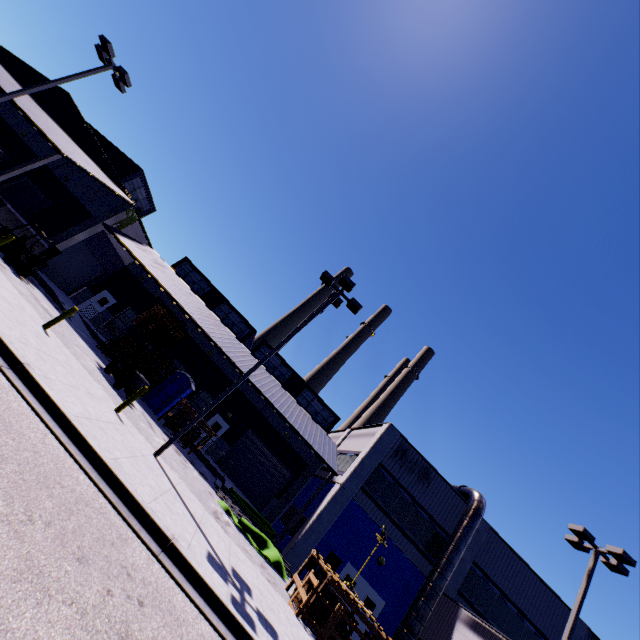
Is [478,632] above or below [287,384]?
below

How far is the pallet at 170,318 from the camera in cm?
1775

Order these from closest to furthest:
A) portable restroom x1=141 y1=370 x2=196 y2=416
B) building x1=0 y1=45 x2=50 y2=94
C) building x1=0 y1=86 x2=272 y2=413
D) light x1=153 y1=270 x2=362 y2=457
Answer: light x1=153 y1=270 x2=362 y2=457 < portable restroom x1=141 y1=370 x2=196 y2=416 < building x1=0 y1=45 x2=50 y2=94 < building x1=0 y1=86 x2=272 y2=413

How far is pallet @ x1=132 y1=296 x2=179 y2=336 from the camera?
17.8m

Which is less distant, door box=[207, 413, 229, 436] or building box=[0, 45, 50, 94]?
building box=[0, 45, 50, 94]

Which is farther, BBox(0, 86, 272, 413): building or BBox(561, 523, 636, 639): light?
BBox(0, 86, 272, 413): building

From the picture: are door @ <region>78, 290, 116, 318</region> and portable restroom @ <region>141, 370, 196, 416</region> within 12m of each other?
yes

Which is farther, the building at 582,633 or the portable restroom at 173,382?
the portable restroom at 173,382
